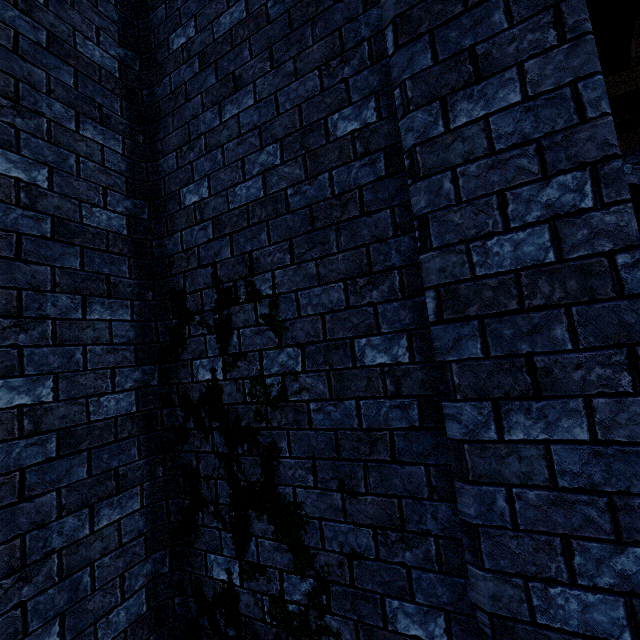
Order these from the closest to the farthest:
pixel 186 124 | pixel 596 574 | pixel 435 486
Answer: pixel 596 574 → pixel 435 486 → pixel 186 124
